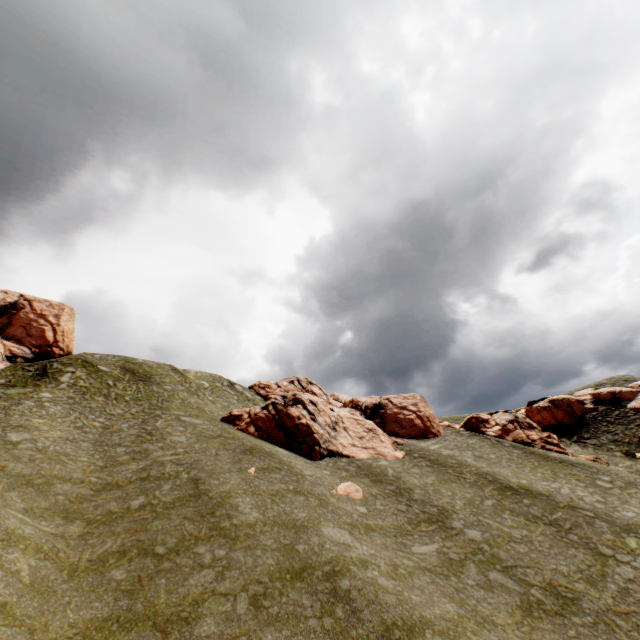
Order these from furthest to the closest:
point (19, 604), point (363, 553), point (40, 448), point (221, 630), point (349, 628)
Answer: point (40, 448)
point (363, 553)
point (349, 628)
point (221, 630)
point (19, 604)

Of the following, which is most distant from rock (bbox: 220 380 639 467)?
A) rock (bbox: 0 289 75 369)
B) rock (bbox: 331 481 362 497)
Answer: rock (bbox: 0 289 75 369)

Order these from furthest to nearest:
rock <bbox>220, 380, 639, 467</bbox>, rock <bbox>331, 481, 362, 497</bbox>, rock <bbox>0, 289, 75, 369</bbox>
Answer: rock <bbox>0, 289, 75, 369</bbox>
rock <bbox>220, 380, 639, 467</bbox>
rock <bbox>331, 481, 362, 497</bbox>

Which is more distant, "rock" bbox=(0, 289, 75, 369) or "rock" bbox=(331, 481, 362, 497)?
"rock" bbox=(0, 289, 75, 369)

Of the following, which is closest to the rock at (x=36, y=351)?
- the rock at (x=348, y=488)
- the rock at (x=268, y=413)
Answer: the rock at (x=268, y=413)

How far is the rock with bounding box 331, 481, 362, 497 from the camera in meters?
22.2 m

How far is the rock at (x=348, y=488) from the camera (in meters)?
22.22
